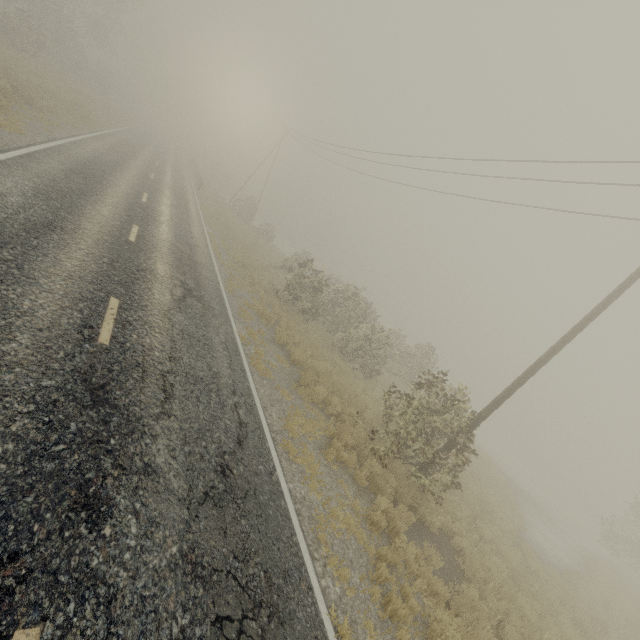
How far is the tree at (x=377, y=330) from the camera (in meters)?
9.65

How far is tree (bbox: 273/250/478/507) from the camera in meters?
9.6

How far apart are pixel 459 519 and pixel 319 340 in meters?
10.1 m
